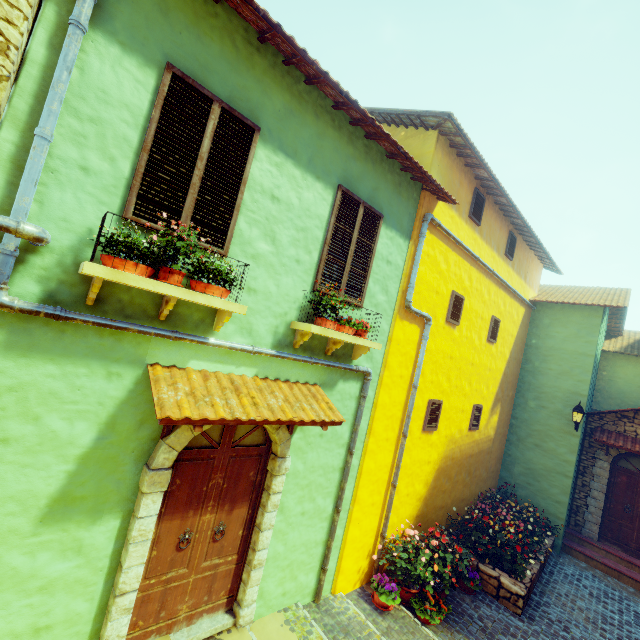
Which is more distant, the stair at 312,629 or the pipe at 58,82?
the stair at 312,629

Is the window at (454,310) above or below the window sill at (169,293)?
above

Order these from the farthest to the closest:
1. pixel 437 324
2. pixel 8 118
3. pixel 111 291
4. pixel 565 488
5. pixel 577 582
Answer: pixel 565 488
pixel 577 582
pixel 437 324
pixel 111 291
pixel 8 118

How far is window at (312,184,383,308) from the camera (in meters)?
4.83

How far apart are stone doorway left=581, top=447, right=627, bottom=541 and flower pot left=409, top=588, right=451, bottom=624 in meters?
7.2

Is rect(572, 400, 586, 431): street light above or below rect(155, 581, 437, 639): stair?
above

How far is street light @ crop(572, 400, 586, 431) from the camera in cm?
922

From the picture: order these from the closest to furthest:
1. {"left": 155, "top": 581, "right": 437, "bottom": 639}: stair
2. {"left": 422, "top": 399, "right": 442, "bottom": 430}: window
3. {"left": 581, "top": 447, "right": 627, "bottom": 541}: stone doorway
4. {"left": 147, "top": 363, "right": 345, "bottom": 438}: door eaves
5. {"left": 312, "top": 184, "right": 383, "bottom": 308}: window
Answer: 1. {"left": 147, "top": 363, "right": 345, "bottom": 438}: door eaves
2. {"left": 155, "top": 581, "right": 437, "bottom": 639}: stair
3. {"left": 312, "top": 184, "right": 383, "bottom": 308}: window
4. {"left": 422, "top": 399, "right": 442, "bottom": 430}: window
5. {"left": 581, "top": 447, "right": 627, "bottom": 541}: stone doorway
